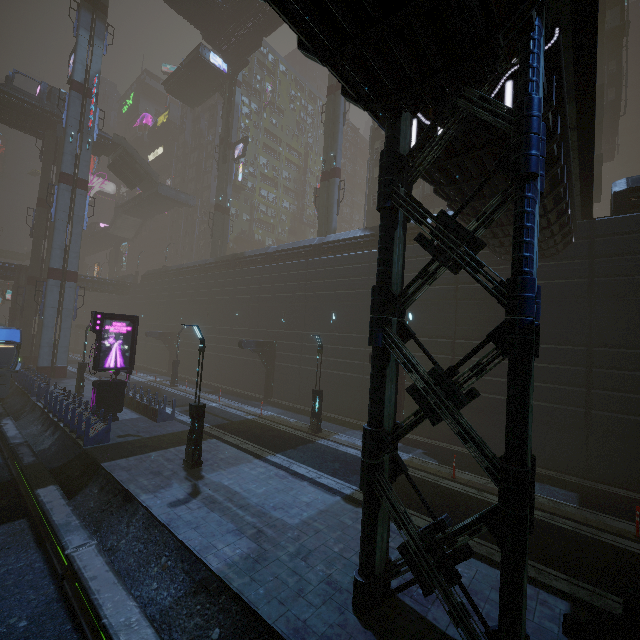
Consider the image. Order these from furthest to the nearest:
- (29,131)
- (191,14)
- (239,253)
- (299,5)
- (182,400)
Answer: (29,131)
(191,14)
(239,253)
(182,400)
(299,5)

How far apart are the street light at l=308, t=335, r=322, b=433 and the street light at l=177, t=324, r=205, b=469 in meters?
6.7

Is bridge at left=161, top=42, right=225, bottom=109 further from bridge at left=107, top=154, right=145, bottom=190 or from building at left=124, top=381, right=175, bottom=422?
building at left=124, top=381, right=175, bottom=422

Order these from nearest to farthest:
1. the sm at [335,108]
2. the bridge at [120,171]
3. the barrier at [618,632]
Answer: the barrier at [618,632] < the sm at [335,108] < the bridge at [120,171]

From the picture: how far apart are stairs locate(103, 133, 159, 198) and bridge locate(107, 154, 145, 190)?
0.0 meters

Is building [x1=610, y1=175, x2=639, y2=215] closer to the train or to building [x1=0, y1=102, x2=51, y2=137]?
the train

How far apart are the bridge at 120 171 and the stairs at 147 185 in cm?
0

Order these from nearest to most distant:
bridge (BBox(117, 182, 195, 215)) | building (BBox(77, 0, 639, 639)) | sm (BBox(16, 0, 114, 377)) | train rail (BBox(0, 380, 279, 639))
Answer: building (BBox(77, 0, 639, 639)), train rail (BBox(0, 380, 279, 639)), sm (BBox(16, 0, 114, 377)), bridge (BBox(117, 182, 195, 215))
